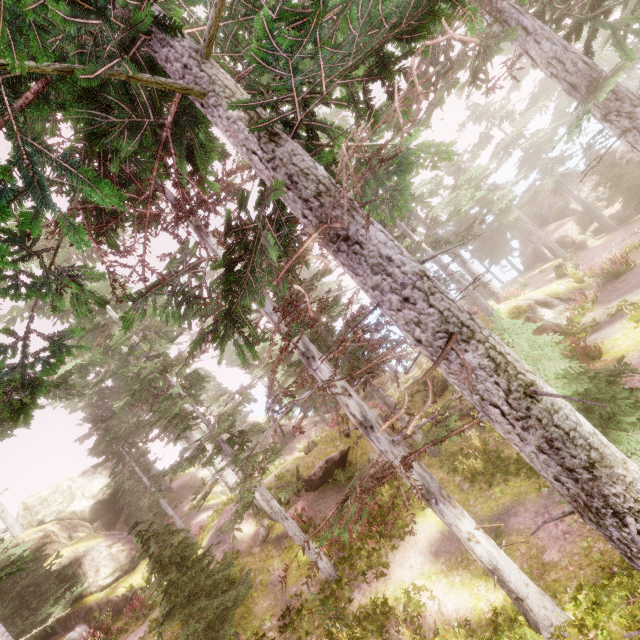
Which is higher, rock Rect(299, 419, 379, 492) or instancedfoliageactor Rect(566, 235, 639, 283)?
rock Rect(299, 419, 379, 492)

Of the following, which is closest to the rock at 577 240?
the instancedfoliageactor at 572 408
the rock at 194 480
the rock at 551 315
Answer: the instancedfoliageactor at 572 408

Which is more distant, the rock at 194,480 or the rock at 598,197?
the rock at 194,480

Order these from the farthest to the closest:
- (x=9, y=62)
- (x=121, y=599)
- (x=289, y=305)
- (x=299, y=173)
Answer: (x=121, y=599) < (x=289, y=305) < (x=299, y=173) < (x=9, y=62)

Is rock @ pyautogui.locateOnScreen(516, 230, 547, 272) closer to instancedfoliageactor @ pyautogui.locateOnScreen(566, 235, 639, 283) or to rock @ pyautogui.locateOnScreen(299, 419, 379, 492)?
instancedfoliageactor @ pyautogui.locateOnScreen(566, 235, 639, 283)

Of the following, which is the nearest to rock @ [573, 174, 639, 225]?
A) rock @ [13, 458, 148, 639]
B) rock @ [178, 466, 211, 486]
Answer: rock @ [178, 466, 211, 486]

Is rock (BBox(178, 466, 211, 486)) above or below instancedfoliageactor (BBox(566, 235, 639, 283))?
above

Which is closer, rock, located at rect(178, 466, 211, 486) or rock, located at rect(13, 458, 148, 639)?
rock, located at rect(13, 458, 148, 639)
